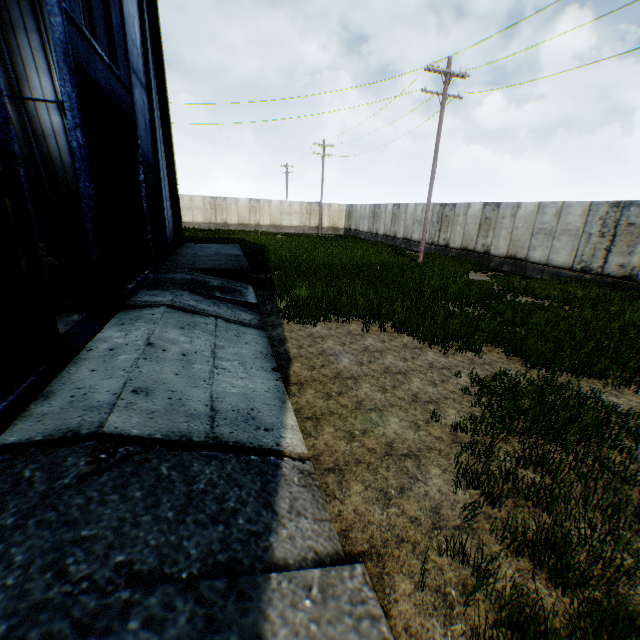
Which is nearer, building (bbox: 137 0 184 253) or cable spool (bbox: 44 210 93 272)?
cable spool (bbox: 44 210 93 272)

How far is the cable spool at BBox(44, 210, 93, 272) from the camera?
9.3m

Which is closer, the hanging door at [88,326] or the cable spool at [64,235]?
the hanging door at [88,326]

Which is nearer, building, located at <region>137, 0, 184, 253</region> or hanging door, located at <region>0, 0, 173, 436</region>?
hanging door, located at <region>0, 0, 173, 436</region>

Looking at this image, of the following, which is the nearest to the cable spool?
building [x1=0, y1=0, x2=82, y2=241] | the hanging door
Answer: the hanging door

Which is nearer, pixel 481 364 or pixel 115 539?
pixel 115 539

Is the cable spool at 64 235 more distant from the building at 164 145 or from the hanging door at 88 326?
the building at 164 145

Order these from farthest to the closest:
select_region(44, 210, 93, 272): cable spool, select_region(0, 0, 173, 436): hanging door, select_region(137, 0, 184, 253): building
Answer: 1. select_region(137, 0, 184, 253): building
2. select_region(44, 210, 93, 272): cable spool
3. select_region(0, 0, 173, 436): hanging door
